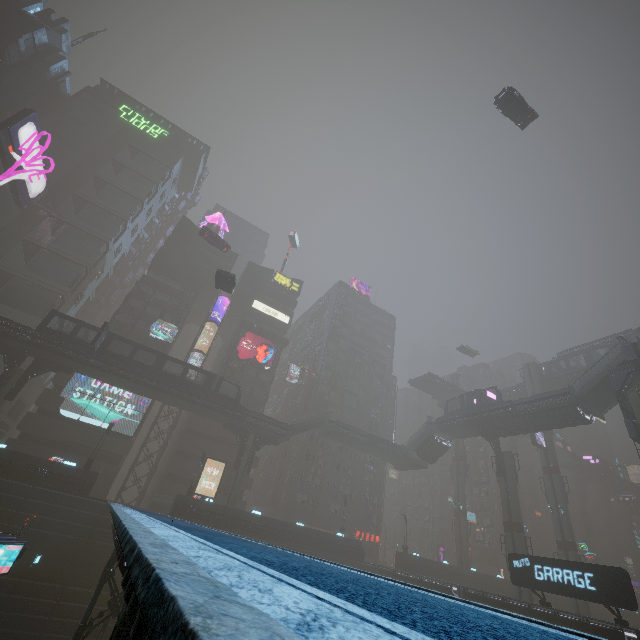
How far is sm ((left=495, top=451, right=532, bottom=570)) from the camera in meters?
36.1

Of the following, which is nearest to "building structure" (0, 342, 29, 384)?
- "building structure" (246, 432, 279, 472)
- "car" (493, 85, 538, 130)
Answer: "building structure" (246, 432, 279, 472)

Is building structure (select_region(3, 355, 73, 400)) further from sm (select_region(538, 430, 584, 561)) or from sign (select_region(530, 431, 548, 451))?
sign (select_region(530, 431, 548, 451))

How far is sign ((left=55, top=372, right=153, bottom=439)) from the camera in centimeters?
3931cm

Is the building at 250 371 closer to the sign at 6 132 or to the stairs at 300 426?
the sign at 6 132

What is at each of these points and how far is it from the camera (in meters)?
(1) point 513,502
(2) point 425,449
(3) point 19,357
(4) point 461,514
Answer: (1) sm, 38.41
(2) bridge, 47.12
(3) building structure, 33.44
(4) sm, 54.16

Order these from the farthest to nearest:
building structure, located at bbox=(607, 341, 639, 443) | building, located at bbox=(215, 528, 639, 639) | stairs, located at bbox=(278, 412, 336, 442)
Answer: stairs, located at bbox=(278, 412, 336, 442), building structure, located at bbox=(607, 341, 639, 443), building, located at bbox=(215, 528, 639, 639)

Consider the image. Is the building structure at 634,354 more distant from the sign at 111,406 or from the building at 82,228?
the sign at 111,406
